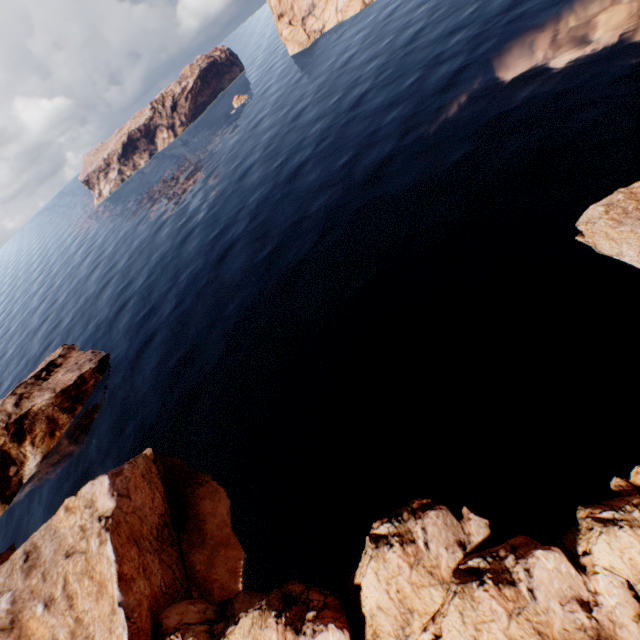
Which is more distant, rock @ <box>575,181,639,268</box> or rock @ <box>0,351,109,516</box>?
rock @ <box>0,351,109,516</box>

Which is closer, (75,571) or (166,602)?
(166,602)

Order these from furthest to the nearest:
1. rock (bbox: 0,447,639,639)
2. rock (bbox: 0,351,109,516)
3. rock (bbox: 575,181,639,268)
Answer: rock (bbox: 0,351,109,516)
rock (bbox: 575,181,639,268)
rock (bbox: 0,447,639,639)

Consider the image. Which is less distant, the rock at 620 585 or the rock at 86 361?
the rock at 620 585
